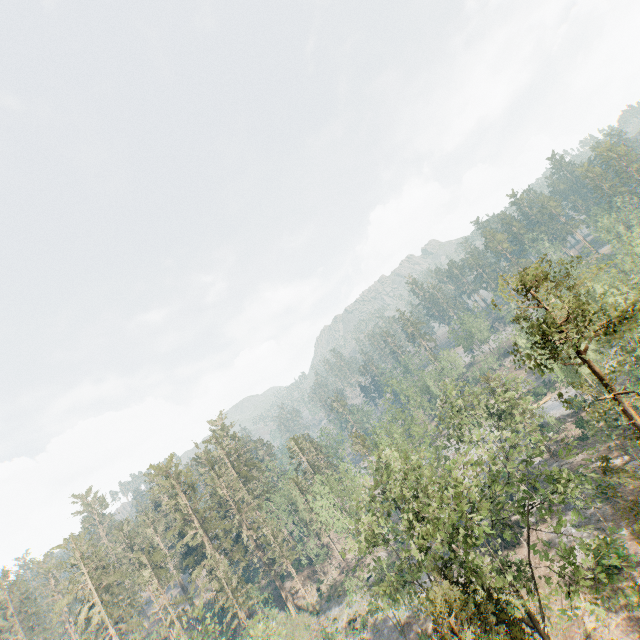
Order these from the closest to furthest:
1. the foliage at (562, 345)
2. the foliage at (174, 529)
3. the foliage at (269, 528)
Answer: the foliage at (562, 345) < the foliage at (174, 529) < the foliage at (269, 528)

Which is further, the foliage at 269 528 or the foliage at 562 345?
the foliage at 269 528

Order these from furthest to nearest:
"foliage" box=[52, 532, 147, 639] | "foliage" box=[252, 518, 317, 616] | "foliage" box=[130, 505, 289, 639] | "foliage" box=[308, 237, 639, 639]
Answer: "foliage" box=[252, 518, 317, 616], "foliage" box=[52, 532, 147, 639], "foliage" box=[130, 505, 289, 639], "foliage" box=[308, 237, 639, 639]

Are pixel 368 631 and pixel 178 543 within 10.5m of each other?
no

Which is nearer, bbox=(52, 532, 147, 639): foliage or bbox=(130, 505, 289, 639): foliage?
bbox=(130, 505, 289, 639): foliage
